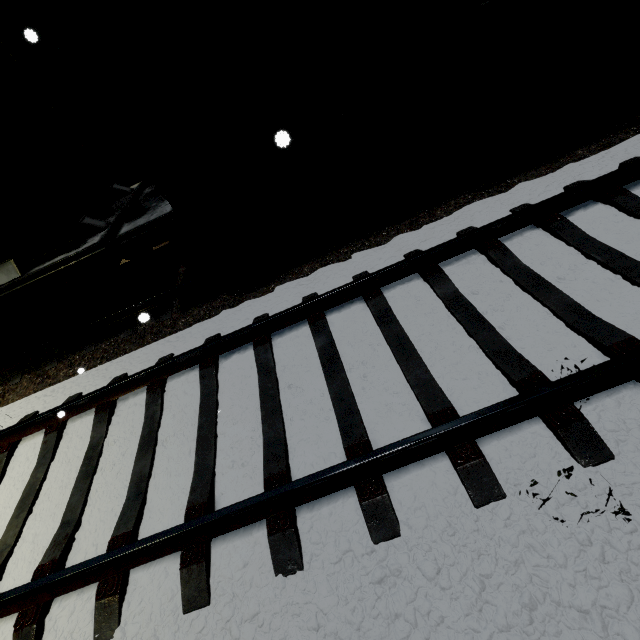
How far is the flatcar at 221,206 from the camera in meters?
4.5 m

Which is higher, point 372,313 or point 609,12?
point 609,12

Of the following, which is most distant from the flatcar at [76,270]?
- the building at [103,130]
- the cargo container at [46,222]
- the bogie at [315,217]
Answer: the building at [103,130]

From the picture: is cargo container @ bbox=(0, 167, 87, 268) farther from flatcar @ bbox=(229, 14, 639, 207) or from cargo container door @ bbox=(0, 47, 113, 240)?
flatcar @ bbox=(229, 14, 639, 207)

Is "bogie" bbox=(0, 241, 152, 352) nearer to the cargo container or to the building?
the cargo container

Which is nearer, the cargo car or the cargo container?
the cargo car

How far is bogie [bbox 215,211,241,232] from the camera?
4.9 meters

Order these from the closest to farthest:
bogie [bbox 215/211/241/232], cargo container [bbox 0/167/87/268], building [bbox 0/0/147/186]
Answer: cargo container [bbox 0/167/87/268], bogie [bbox 215/211/241/232], building [bbox 0/0/147/186]
